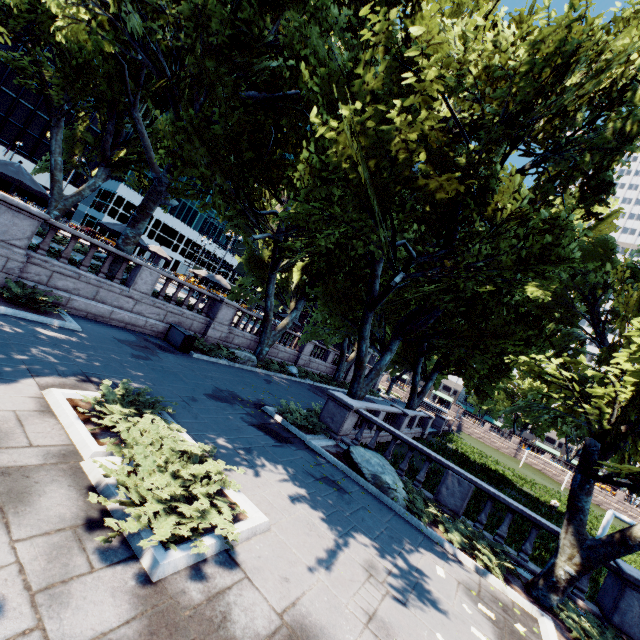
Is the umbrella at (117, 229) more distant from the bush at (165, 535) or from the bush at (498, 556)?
the bush at (498, 556)

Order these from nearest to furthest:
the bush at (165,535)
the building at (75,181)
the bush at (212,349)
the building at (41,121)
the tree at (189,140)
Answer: the bush at (165,535) < the tree at (189,140) < the bush at (212,349) < the building at (41,121) < the building at (75,181)

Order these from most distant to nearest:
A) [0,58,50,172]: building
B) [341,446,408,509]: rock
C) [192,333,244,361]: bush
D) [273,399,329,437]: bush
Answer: [0,58,50,172]: building < [192,333,244,361]: bush < [273,399,329,437]: bush < [341,446,408,509]: rock

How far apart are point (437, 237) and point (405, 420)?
12.7m

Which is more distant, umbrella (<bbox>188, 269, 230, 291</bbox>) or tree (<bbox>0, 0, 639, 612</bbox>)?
umbrella (<bbox>188, 269, 230, 291</bbox>)

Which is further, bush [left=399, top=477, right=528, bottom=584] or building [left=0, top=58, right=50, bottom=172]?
building [left=0, top=58, right=50, bottom=172]

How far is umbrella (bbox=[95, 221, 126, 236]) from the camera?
17.2m

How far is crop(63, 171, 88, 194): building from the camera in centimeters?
5291cm
